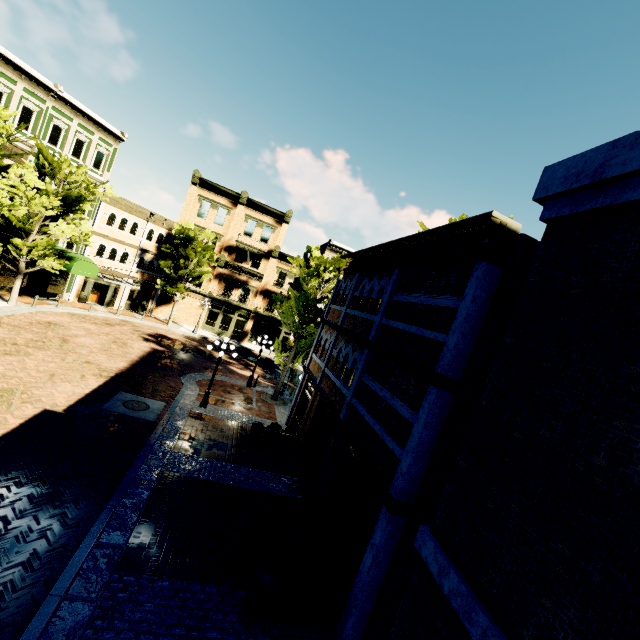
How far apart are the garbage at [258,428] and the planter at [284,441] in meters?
Answer: 0.1 m

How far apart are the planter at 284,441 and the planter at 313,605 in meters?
6.9 m

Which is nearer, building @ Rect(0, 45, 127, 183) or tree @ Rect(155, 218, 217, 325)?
building @ Rect(0, 45, 127, 183)

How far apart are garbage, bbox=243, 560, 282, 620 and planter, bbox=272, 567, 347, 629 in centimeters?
7cm

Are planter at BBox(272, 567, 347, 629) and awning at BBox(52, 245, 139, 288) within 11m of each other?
no

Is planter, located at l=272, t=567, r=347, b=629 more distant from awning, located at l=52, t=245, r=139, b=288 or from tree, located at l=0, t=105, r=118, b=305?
awning, located at l=52, t=245, r=139, b=288

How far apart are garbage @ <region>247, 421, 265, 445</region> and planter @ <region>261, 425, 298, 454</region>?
0.07m

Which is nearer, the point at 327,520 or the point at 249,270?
the point at 327,520
